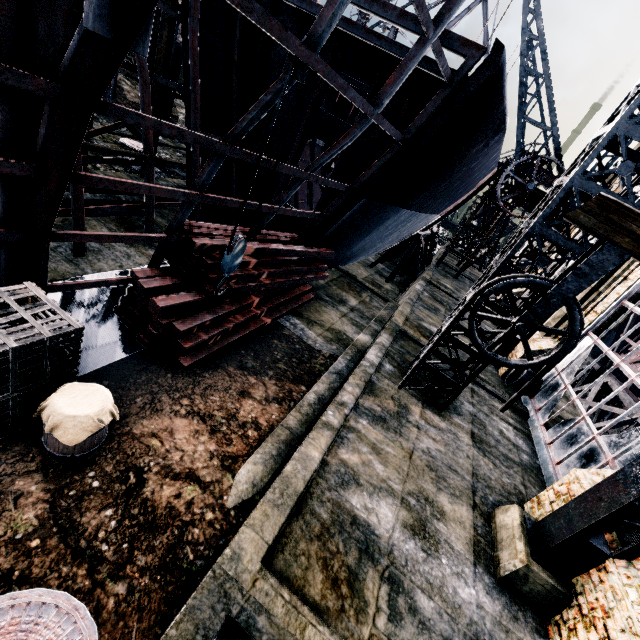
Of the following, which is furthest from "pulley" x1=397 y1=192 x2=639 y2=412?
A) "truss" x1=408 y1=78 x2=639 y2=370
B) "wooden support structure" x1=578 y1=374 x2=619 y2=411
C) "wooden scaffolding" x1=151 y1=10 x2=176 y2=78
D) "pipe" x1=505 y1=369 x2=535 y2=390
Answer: "wooden support structure" x1=578 y1=374 x2=619 y2=411

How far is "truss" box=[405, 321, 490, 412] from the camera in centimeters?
984cm

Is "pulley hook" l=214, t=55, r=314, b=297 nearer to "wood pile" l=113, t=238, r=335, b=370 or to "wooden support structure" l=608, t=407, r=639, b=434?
"wood pile" l=113, t=238, r=335, b=370

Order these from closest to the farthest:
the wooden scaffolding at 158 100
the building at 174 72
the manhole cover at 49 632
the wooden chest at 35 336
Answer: the manhole cover at 49 632 → the wooden chest at 35 336 → the wooden scaffolding at 158 100 → the building at 174 72

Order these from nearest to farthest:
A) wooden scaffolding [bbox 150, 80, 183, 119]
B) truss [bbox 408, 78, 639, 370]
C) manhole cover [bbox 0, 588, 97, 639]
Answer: manhole cover [bbox 0, 588, 97, 639] → truss [bbox 408, 78, 639, 370] → wooden scaffolding [bbox 150, 80, 183, 119]

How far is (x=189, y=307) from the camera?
7.8m

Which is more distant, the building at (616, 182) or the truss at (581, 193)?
the building at (616, 182)

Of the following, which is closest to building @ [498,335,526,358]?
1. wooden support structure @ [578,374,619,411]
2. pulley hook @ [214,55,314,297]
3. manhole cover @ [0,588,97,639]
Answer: wooden support structure @ [578,374,619,411]
